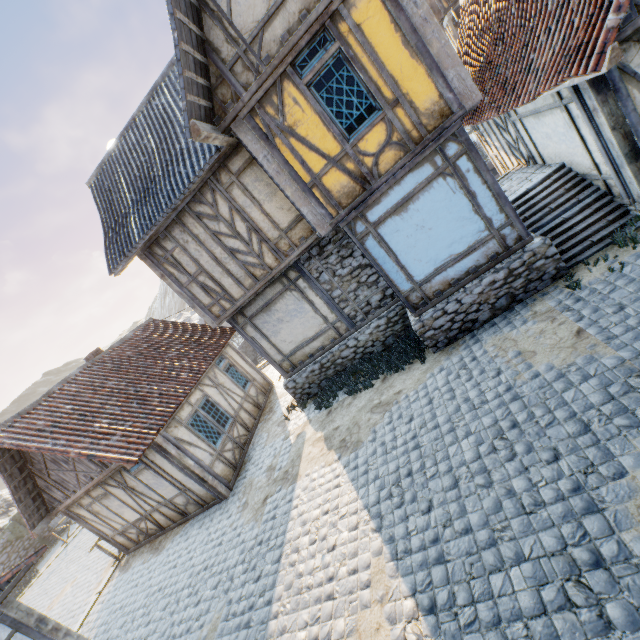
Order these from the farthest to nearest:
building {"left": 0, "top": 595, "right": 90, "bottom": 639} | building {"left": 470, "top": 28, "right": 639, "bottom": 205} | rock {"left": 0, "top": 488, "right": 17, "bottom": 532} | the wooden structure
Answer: rock {"left": 0, "top": 488, "right": 17, "bottom": 532}
the wooden structure
building {"left": 0, "top": 595, "right": 90, "bottom": 639}
building {"left": 470, "top": 28, "right": 639, "bottom": 205}

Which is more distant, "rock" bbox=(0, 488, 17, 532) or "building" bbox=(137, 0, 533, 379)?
"rock" bbox=(0, 488, 17, 532)

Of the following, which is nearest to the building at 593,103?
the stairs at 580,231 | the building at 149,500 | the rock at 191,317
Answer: the stairs at 580,231

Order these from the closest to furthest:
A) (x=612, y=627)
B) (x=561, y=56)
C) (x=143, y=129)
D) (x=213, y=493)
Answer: (x=612, y=627) < (x=561, y=56) < (x=143, y=129) < (x=213, y=493)

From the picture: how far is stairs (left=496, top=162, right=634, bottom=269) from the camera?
6.9m

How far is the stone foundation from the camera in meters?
6.9 m

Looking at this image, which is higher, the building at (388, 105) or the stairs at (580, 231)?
the building at (388, 105)

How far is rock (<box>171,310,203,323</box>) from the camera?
48.4 meters
